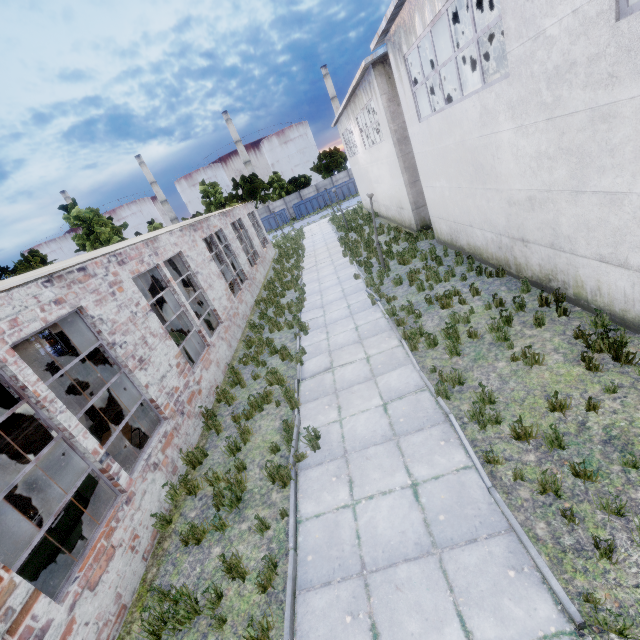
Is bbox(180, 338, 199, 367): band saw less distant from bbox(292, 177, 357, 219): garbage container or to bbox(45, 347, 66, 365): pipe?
bbox(45, 347, 66, 365): pipe

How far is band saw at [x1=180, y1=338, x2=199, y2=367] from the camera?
10.8m

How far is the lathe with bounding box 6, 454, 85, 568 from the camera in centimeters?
533cm

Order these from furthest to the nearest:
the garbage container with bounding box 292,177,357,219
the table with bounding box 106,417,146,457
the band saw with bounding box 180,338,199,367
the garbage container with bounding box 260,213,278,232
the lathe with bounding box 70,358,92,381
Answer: the garbage container with bounding box 260,213,278,232
the garbage container with bounding box 292,177,357,219
the lathe with bounding box 70,358,92,381
the band saw with bounding box 180,338,199,367
the table with bounding box 106,417,146,457

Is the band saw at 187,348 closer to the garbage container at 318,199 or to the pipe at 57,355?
the pipe at 57,355

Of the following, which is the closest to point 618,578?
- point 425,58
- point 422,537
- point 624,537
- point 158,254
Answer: point 624,537

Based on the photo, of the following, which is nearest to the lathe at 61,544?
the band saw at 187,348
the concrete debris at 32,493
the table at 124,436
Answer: the table at 124,436

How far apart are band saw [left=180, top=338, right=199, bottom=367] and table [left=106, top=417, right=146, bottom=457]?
1.76m
